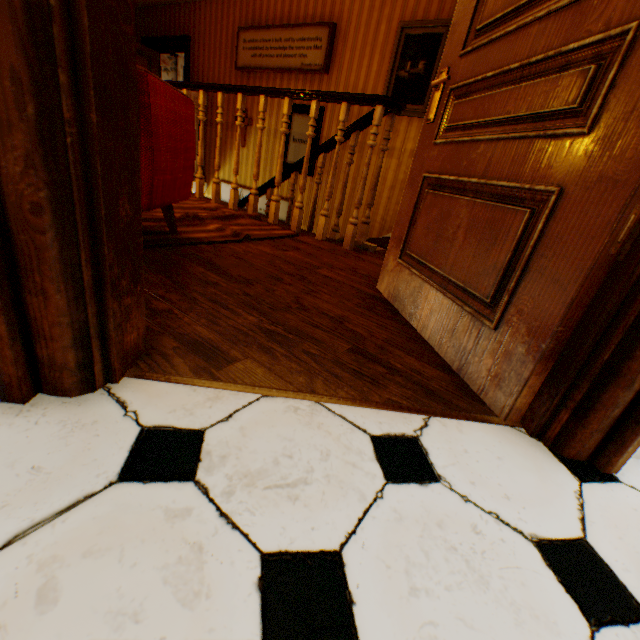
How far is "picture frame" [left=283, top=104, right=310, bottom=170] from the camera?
5.2 meters

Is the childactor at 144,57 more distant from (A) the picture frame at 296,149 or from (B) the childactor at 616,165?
(B) the childactor at 616,165

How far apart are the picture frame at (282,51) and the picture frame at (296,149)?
0.39m

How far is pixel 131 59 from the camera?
0.70m

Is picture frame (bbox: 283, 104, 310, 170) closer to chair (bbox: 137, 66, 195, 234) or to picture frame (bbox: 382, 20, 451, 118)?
picture frame (bbox: 382, 20, 451, 118)

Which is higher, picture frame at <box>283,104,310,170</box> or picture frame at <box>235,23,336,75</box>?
picture frame at <box>235,23,336,75</box>

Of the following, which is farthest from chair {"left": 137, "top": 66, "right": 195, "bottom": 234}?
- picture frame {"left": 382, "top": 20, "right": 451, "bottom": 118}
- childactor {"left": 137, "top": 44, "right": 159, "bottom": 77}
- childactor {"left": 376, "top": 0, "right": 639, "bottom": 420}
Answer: childactor {"left": 137, "top": 44, "right": 159, "bottom": 77}

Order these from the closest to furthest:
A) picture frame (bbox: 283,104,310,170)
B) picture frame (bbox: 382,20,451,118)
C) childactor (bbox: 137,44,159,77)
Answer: picture frame (bbox: 382,20,451,118) < picture frame (bbox: 283,104,310,170) < childactor (bbox: 137,44,159,77)
